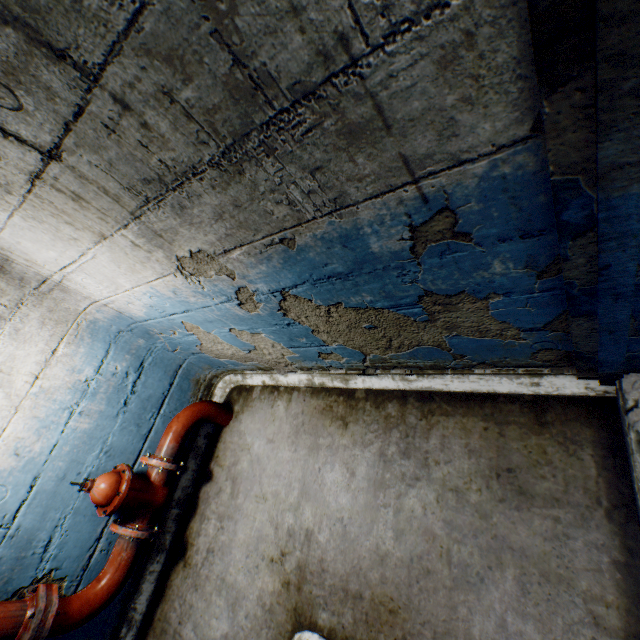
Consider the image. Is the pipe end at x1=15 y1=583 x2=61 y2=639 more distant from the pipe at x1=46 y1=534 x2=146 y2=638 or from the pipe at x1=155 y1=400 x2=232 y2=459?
the pipe at x1=155 y1=400 x2=232 y2=459

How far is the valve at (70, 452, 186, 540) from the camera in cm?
242

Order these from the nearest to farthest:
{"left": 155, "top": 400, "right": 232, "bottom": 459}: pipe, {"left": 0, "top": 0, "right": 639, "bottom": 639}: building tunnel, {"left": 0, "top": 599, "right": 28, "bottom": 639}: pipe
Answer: {"left": 0, "top": 0, "right": 639, "bottom": 639}: building tunnel, {"left": 0, "top": 599, "right": 28, "bottom": 639}: pipe, {"left": 155, "top": 400, "right": 232, "bottom": 459}: pipe

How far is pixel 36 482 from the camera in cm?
234

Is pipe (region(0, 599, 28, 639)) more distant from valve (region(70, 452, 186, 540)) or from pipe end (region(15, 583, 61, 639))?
valve (region(70, 452, 186, 540))

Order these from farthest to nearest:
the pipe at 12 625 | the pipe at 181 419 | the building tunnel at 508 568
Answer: the pipe at 181 419, the pipe at 12 625, the building tunnel at 508 568

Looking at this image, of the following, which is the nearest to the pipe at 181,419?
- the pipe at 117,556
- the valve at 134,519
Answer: the valve at 134,519

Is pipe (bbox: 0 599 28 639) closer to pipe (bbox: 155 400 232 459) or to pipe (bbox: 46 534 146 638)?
pipe (bbox: 46 534 146 638)
